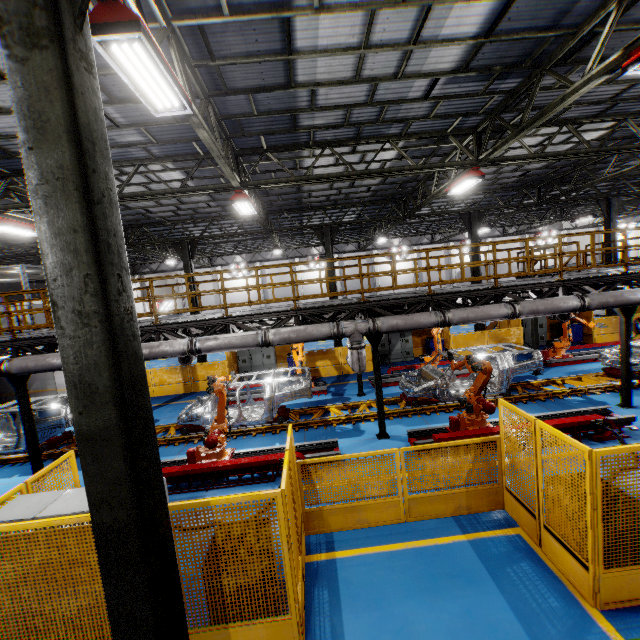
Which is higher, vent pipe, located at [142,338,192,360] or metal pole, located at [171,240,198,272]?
metal pole, located at [171,240,198,272]

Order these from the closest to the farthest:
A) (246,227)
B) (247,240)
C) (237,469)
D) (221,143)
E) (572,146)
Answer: (221,143) < (237,469) < (572,146) < (246,227) < (247,240)

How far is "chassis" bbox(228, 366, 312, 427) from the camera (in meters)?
10.62

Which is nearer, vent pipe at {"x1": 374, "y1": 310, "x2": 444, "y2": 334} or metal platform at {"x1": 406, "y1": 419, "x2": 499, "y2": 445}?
metal platform at {"x1": 406, "y1": 419, "x2": 499, "y2": 445}

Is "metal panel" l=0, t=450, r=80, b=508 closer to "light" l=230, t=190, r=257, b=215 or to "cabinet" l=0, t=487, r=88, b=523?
"cabinet" l=0, t=487, r=88, b=523

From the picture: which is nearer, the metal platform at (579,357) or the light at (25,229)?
the light at (25,229)

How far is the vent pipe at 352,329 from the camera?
8.8 meters

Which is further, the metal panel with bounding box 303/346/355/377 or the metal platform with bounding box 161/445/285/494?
the metal panel with bounding box 303/346/355/377
